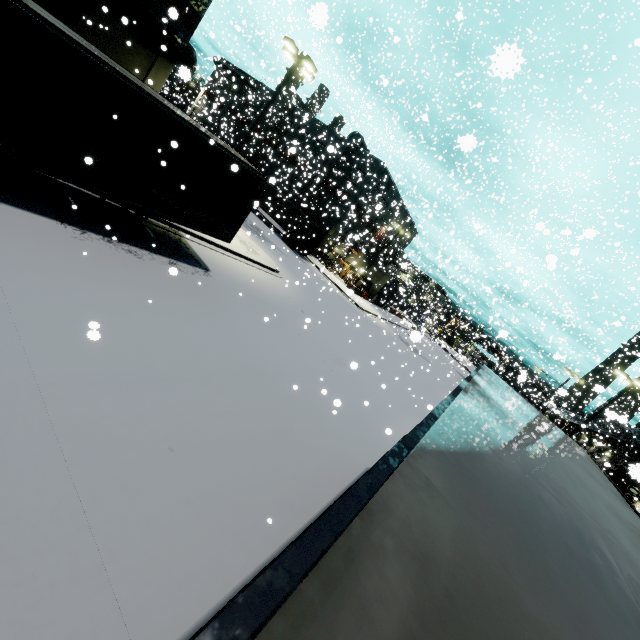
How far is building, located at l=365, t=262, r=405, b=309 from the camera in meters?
46.7 m

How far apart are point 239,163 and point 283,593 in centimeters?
1169cm

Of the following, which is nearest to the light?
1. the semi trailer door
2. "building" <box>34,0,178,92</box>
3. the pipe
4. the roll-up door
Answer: "building" <box>34,0,178,92</box>

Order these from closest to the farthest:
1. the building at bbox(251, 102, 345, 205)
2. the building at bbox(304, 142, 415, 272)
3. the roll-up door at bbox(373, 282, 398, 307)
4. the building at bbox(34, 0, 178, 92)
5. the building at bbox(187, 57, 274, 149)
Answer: the building at bbox(34, 0, 178, 92) → the building at bbox(251, 102, 345, 205) → the building at bbox(304, 142, 415, 272) → the building at bbox(187, 57, 274, 149) → the roll-up door at bbox(373, 282, 398, 307)

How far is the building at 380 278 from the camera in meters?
46.7 m

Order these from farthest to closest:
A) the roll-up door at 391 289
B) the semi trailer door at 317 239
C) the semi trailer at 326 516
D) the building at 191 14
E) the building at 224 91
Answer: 1. the roll-up door at 391 289
2. the building at 224 91
3. the semi trailer door at 317 239
4. the building at 191 14
5. the semi trailer at 326 516

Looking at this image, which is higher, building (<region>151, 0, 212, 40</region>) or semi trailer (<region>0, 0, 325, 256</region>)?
building (<region>151, 0, 212, 40</region>)

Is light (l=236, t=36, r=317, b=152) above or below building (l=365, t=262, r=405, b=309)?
above
